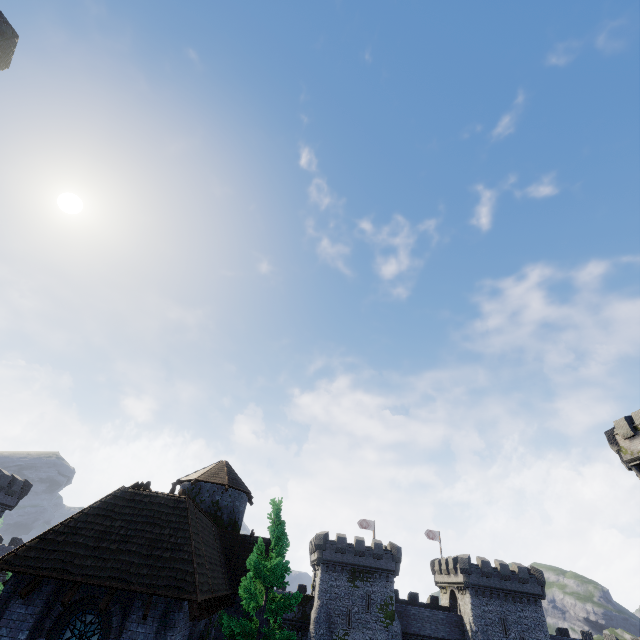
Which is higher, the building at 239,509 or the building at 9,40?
the building at 9,40

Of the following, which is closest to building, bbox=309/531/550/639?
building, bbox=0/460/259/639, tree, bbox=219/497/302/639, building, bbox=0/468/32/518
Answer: building, bbox=0/460/259/639

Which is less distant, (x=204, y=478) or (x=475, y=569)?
(x=204, y=478)

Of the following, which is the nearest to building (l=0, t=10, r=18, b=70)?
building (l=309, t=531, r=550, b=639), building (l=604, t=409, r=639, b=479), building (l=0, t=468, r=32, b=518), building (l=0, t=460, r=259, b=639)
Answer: building (l=0, t=460, r=259, b=639)

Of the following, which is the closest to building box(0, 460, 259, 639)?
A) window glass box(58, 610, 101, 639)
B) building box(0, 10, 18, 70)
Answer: window glass box(58, 610, 101, 639)

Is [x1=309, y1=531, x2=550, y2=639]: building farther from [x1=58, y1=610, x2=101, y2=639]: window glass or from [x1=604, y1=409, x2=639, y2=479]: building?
[x1=58, y1=610, x2=101, y2=639]: window glass

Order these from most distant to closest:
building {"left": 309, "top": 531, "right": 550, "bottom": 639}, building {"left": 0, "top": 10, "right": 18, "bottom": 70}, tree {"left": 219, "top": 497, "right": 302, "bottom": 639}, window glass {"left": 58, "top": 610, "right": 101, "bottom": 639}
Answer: building {"left": 309, "top": 531, "right": 550, "bottom": 639}, tree {"left": 219, "top": 497, "right": 302, "bottom": 639}, window glass {"left": 58, "top": 610, "right": 101, "bottom": 639}, building {"left": 0, "top": 10, "right": 18, "bottom": 70}

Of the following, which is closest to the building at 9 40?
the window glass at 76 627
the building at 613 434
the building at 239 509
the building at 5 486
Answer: the building at 239 509
